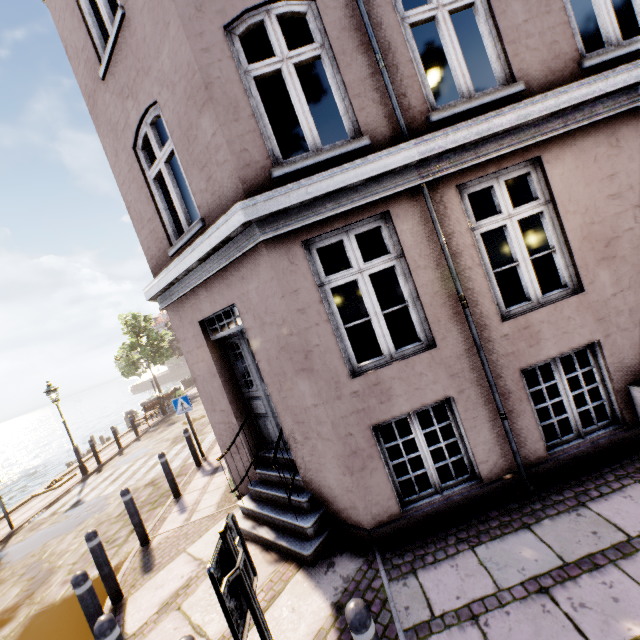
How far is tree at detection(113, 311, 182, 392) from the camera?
24.7m

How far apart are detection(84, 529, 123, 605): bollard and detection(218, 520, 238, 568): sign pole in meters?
4.1

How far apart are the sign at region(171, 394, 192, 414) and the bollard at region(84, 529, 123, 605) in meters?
4.7 m

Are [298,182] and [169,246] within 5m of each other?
yes

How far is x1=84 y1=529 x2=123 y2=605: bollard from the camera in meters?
4.6 m

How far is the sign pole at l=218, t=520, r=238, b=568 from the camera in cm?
190

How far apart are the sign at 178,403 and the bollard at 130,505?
3.5m

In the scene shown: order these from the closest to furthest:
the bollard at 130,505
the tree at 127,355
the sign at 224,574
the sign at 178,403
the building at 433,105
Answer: the sign at 224,574, the building at 433,105, the bollard at 130,505, the sign at 178,403, the tree at 127,355
